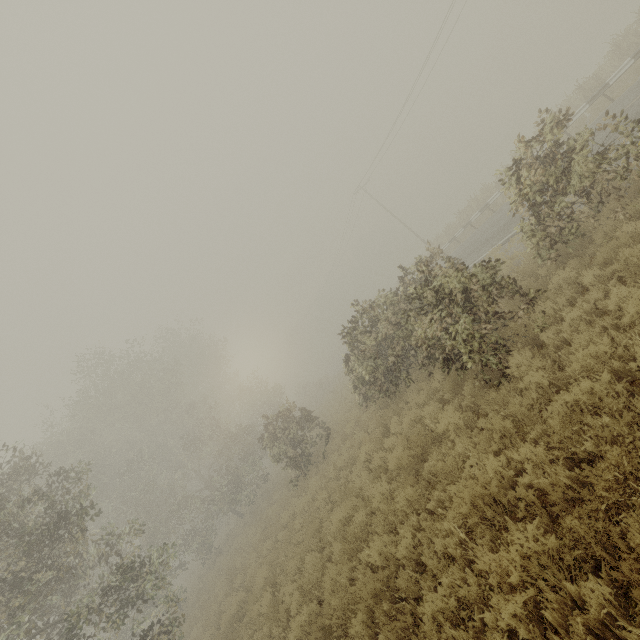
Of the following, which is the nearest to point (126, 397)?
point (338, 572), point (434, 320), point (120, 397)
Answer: point (120, 397)

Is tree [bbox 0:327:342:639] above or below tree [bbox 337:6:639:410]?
above

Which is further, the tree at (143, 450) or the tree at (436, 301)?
the tree at (143, 450)

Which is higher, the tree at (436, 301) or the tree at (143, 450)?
the tree at (143, 450)

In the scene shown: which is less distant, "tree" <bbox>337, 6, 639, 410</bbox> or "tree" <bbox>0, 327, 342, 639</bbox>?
"tree" <bbox>337, 6, 639, 410</bbox>
